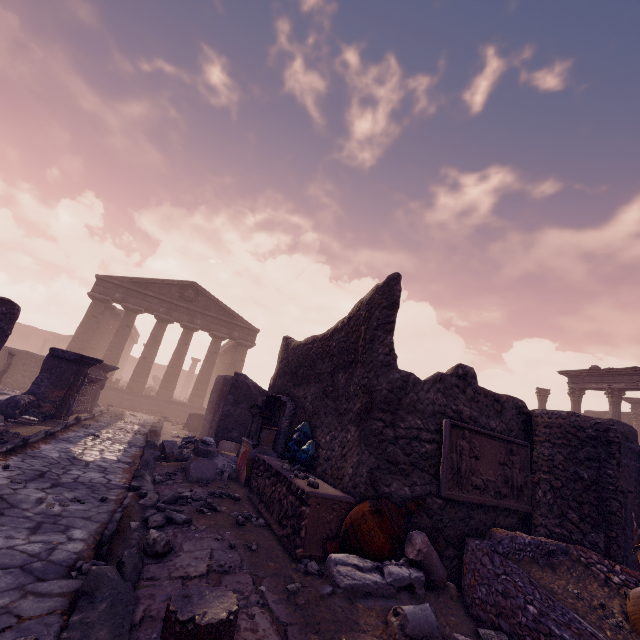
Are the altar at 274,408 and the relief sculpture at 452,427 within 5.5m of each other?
yes

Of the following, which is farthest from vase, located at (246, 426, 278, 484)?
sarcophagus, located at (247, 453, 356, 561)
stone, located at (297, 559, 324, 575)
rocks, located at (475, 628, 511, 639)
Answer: rocks, located at (475, 628, 511, 639)

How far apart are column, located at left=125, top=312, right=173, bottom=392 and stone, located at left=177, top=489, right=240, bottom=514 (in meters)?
18.59

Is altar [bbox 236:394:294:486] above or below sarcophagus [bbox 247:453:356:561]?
above

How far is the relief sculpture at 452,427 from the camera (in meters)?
4.70

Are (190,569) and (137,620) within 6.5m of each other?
yes

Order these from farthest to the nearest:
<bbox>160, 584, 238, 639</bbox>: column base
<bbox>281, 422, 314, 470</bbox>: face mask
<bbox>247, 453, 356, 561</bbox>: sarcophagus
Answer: <bbox>281, 422, 314, 470</bbox>: face mask
<bbox>247, 453, 356, 561</bbox>: sarcophagus
<bbox>160, 584, 238, 639</bbox>: column base

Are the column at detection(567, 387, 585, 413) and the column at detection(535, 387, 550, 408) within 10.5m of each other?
yes
